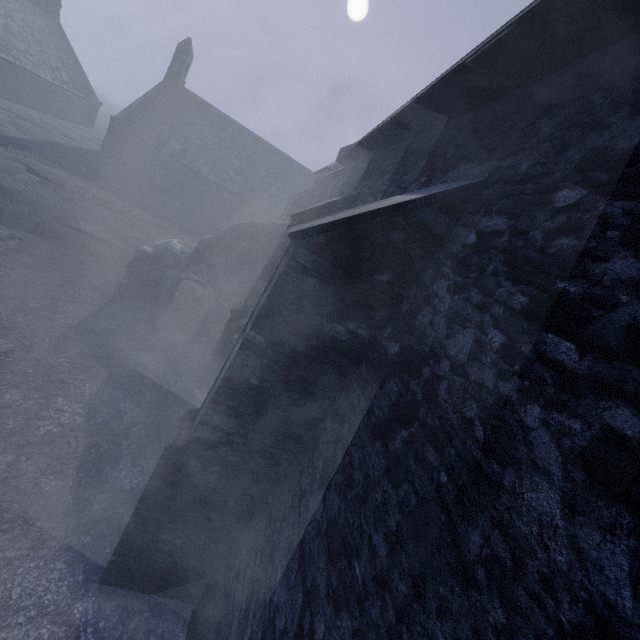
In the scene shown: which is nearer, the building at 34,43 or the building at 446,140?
the building at 446,140

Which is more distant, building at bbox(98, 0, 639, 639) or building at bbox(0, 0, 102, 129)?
building at bbox(0, 0, 102, 129)

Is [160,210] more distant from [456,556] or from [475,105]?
[456,556]
